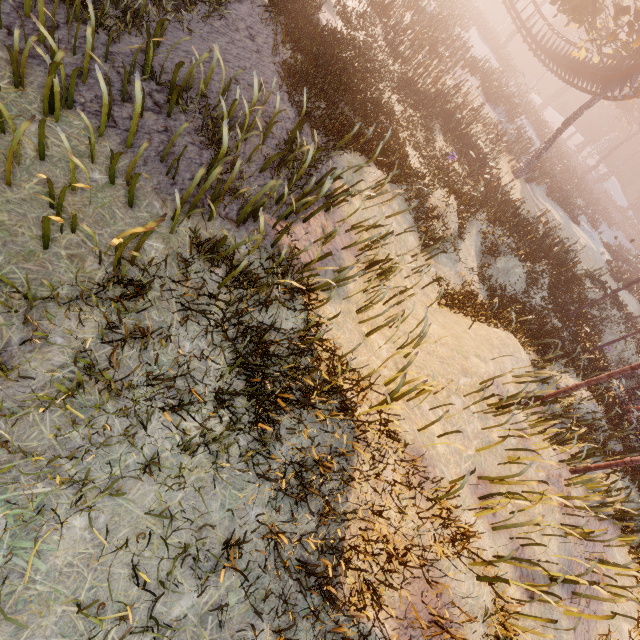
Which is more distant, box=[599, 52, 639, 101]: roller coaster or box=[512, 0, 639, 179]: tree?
box=[599, 52, 639, 101]: roller coaster

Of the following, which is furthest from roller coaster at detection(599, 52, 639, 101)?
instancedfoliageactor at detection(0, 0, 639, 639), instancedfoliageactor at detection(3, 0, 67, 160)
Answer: instancedfoliageactor at detection(3, 0, 67, 160)

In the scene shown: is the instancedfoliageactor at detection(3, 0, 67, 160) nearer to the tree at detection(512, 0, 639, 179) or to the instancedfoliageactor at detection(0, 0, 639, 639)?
the instancedfoliageactor at detection(0, 0, 639, 639)

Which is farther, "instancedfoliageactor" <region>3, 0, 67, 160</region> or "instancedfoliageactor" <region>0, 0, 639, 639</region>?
"instancedfoliageactor" <region>0, 0, 639, 639</region>

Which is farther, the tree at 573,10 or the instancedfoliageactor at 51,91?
the tree at 573,10

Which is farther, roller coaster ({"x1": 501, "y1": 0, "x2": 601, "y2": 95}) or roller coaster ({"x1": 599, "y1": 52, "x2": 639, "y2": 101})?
roller coaster ({"x1": 501, "y1": 0, "x2": 601, "y2": 95})

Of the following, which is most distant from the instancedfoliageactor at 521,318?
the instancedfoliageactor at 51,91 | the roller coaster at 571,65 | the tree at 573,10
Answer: the tree at 573,10

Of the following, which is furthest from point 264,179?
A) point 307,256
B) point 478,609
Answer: point 478,609
